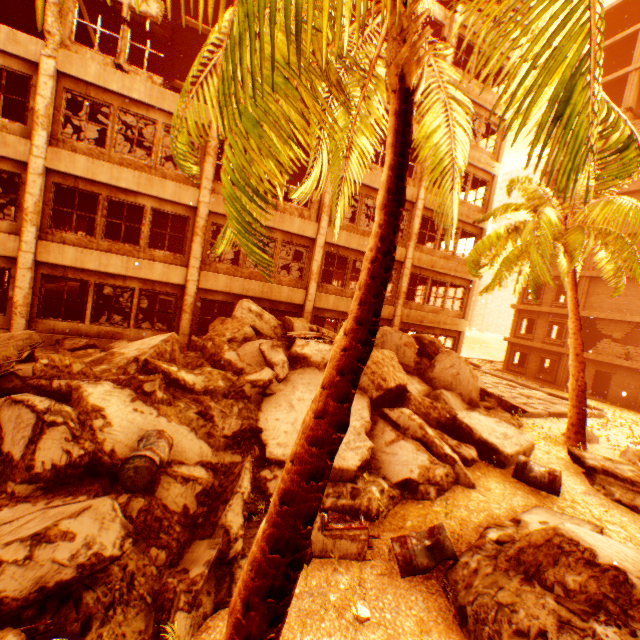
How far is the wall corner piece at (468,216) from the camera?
17.46m

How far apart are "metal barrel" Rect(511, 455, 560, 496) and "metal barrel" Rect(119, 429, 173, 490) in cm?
640

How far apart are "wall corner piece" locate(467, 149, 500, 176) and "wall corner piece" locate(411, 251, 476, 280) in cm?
523

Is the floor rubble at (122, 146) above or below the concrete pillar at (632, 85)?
below

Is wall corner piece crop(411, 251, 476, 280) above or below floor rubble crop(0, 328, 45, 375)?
above

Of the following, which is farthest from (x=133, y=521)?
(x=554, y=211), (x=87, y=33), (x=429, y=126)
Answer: (x=87, y=33)

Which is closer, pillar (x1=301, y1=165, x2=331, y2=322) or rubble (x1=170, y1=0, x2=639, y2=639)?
rubble (x1=170, y1=0, x2=639, y2=639)

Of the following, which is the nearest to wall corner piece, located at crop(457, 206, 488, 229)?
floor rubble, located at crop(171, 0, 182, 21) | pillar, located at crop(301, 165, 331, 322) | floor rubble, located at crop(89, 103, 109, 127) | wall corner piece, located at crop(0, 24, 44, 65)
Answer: floor rubble, located at crop(89, 103, 109, 127)
